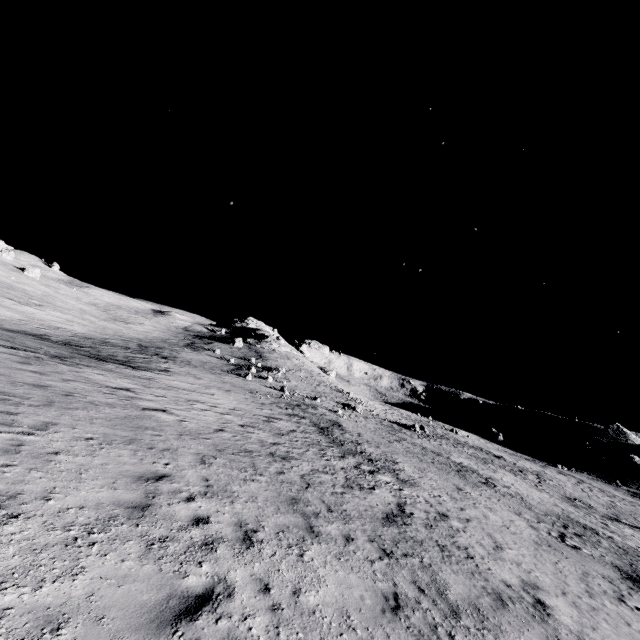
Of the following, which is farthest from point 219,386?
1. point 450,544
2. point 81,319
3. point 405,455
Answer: point 81,319
